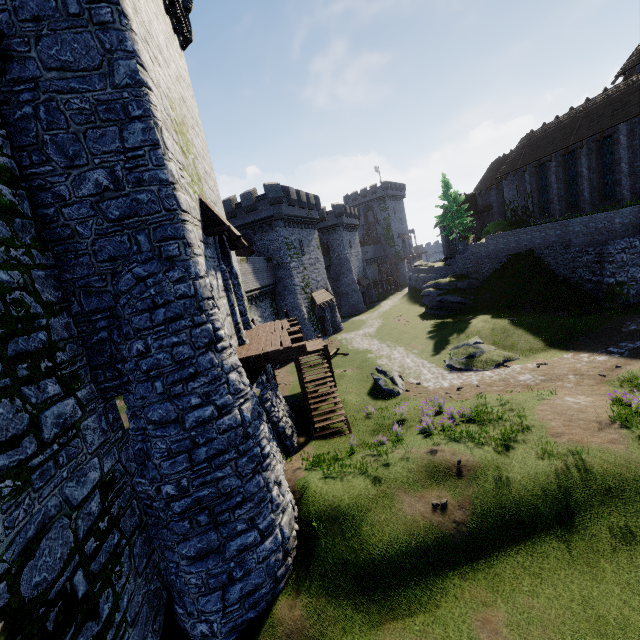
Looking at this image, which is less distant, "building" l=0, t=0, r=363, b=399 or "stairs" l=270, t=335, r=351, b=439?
"building" l=0, t=0, r=363, b=399

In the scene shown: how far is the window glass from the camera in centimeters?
2475cm

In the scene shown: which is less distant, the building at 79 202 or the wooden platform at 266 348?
the building at 79 202

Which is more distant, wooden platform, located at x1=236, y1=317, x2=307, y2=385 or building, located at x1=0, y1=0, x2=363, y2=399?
wooden platform, located at x1=236, y1=317, x2=307, y2=385

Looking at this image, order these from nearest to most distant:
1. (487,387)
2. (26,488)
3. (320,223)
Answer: (26,488)
(487,387)
(320,223)

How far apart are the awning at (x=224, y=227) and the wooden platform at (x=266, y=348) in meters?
3.1

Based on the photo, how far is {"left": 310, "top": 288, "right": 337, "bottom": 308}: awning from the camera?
35.3m

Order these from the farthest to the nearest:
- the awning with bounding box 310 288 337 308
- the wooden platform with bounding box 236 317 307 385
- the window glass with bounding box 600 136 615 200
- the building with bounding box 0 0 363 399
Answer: the awning with bounding box 310 288 337 308
the window glass with bounding box 600 136 615 200
the wooden platform with bounding box 236 317 307 385
the building with bounding box 0 0 363 399
